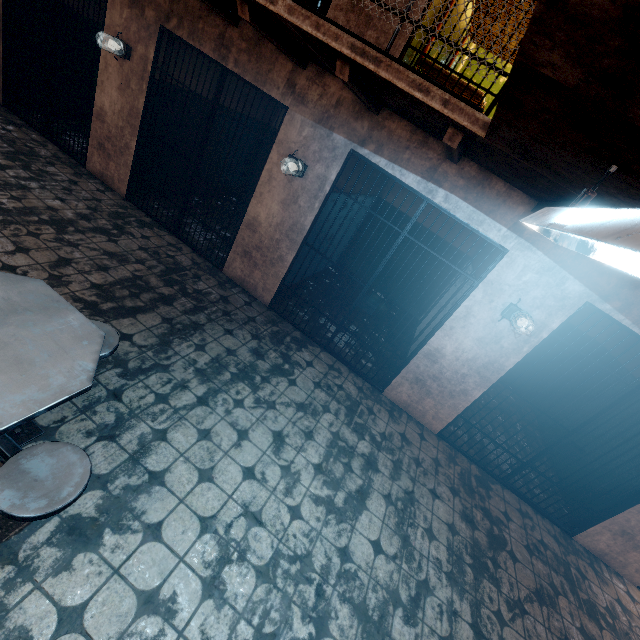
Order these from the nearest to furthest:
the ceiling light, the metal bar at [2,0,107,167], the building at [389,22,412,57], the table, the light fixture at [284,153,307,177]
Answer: the ceiling light, the table, the building at [389,22,412,57], the light fixture at [284,153,307,177], the metal bar at [2,0,107,167]

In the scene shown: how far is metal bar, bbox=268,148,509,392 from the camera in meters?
3.6

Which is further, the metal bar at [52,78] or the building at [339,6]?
the metal bar at [52,78]

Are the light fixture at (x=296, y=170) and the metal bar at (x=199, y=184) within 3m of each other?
yes

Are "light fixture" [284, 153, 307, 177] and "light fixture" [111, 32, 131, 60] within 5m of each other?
yes

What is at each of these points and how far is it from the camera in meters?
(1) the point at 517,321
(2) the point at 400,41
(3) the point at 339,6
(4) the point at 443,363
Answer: (1) light fixture, 3.5
(2) building, 3.2
(3) building, 3.3
(4) building, 4.1

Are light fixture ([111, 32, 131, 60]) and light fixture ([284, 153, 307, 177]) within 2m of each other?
no

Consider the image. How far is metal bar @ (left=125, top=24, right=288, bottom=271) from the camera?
4.0m
